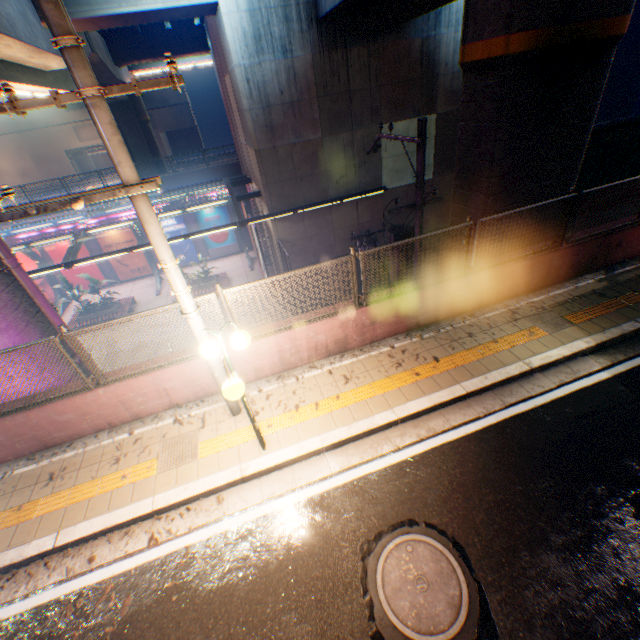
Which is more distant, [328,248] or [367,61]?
[328,248]

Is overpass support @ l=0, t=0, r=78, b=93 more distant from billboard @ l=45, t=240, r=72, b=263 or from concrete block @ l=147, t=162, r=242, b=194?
billboard @ l=45, t=240, r=72, b=263

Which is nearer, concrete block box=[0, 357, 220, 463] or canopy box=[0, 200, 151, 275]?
concrete block box=[0, 357, 220, 463]

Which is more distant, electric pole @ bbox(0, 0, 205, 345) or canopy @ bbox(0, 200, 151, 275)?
canopy @ bbox(0, 200, 151, 275)

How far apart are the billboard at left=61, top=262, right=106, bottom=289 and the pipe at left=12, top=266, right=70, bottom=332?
21.3 meters

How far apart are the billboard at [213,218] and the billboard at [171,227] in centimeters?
89cm

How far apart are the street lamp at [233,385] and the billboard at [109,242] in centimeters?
2520cm

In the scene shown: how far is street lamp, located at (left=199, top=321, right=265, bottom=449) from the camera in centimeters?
400cm
